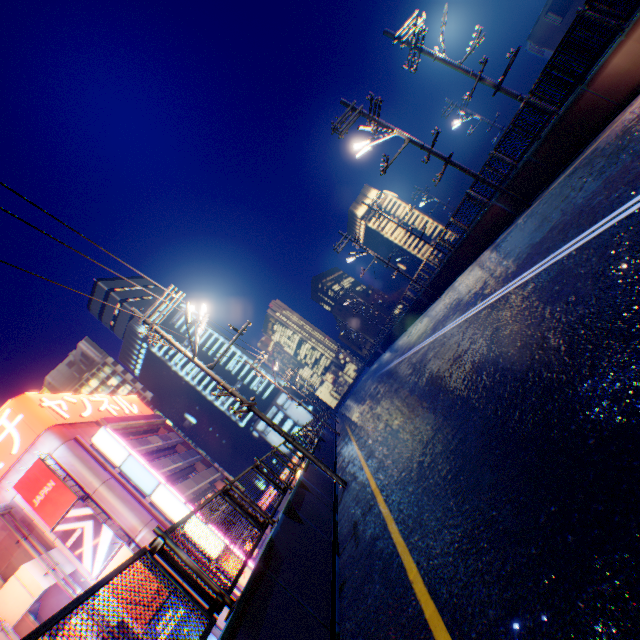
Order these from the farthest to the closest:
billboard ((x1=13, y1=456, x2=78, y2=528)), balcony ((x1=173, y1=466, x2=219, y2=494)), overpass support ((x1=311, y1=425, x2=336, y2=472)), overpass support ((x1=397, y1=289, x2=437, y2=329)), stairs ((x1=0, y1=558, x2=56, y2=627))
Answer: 1. balcony ((x1=173, y1=466, x2=219, y2=494))
2. overpass support ((x1=397, y1=289, x2=437, y2=329))
3. billboard ((x1=13, y1=456, x2=78, y2=528))
4. stairs ((x1=0, y1=558, x2=56, y2=627))
5. overpass support ((x1=311, y1=425, x2=336, y2=472))

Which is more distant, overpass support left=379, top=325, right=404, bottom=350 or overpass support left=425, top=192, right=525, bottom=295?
overpass support left=379, top=325, right=404, bottom=350

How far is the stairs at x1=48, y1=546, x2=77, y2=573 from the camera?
21.6m

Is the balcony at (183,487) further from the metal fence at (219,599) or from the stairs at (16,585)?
the metal fence at (219,599)

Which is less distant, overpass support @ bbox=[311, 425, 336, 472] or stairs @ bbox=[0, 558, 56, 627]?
overpass support @ bbox=[311, 425, 336, 472]

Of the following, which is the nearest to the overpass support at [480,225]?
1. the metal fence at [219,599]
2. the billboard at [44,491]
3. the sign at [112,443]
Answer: the metal fence at [219,599]

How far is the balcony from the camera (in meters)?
28.77

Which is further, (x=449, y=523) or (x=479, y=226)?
(x=479, y=226)
